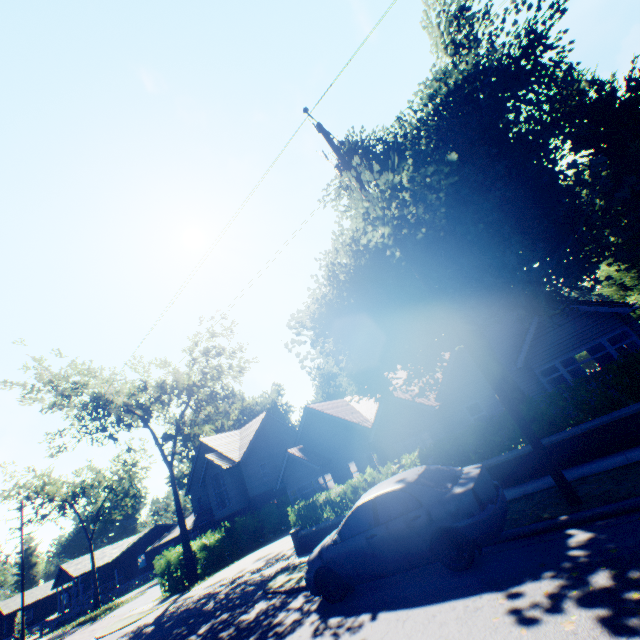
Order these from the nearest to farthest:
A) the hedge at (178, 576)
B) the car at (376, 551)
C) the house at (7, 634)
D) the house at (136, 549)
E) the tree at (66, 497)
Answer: the car at (376, 551) → the hedge at (178, 576) → the tree at (66, 497) → the house at (136, 549) → the house at (7, 634)

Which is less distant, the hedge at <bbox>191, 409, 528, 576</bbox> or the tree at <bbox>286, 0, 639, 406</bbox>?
the tree at <bbox>286, 0, 639, 406</bbox>

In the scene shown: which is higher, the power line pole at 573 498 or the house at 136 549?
the house at 136 549

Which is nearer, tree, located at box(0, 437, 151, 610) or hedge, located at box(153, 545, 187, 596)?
hedge, located at box(153, 545, 187, 596)

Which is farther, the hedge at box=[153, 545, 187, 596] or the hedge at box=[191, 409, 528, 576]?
the hedge at box=[153, 545, 187, 596]

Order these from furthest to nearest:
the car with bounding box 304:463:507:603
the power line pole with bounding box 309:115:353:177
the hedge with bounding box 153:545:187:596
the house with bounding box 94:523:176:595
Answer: the house with bounding box 94:523:176:595 < the hedge with bounding box 153:545:187:596 < the power line pole with bounding box 309:115:353:177 < the car with bounding box 304:463:507:603

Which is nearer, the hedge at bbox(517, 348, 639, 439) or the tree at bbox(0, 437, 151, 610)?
the hedge at bbox(517, 348, 639, 439)

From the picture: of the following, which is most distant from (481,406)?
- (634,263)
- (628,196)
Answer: (628,196)
